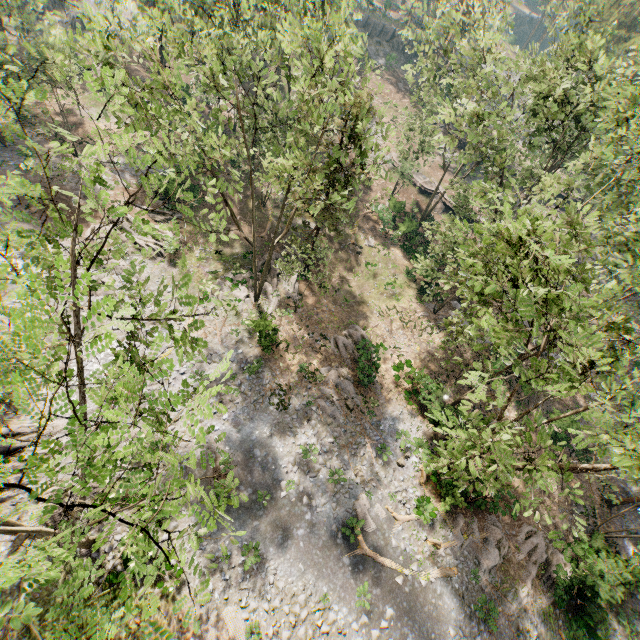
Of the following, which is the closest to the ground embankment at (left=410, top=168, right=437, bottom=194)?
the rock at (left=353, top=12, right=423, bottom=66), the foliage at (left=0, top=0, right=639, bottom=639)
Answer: the foliage at (left=0, top=0, right=639, bottom=639)

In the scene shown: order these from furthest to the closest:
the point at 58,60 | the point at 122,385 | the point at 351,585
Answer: the point at 351,585 → the point at 58,60 → the point at 122,385

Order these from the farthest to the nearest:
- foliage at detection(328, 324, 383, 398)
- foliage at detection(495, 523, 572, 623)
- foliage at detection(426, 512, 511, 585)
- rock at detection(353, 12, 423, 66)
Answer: rock at detection(353, 12, 423, 66), foliage at detection(328, 324, 383, 398), foliage at detection(426, 512, 511, 585), foliage at detection(495, 523, 572, 623)

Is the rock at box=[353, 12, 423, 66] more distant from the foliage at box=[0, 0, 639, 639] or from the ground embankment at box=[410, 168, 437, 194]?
the ground embankment at box=[410, 168, 437, 194]

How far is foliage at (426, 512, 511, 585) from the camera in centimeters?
1927cm

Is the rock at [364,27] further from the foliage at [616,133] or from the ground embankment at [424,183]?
the ground embankment at [424,183]

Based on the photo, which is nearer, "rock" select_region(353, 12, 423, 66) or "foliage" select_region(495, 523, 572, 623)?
"foliage" select_region(495, 523, 572, 623)
